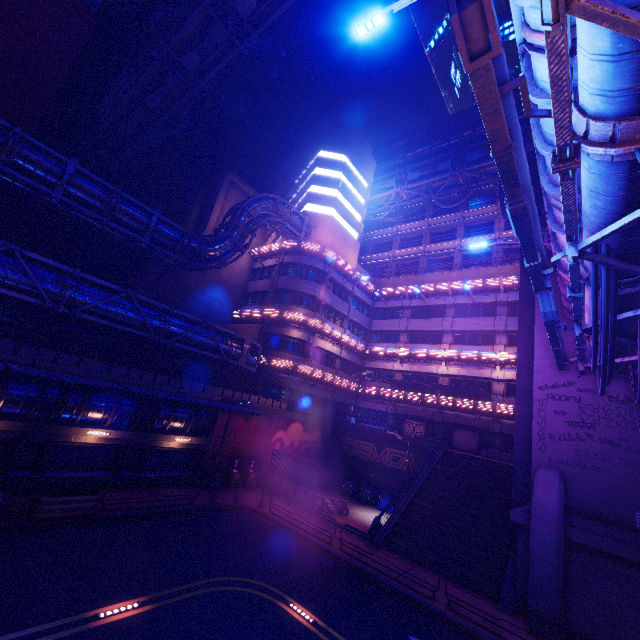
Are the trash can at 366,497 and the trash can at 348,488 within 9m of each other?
yes

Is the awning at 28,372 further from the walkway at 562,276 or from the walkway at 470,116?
the walkway at 470,116

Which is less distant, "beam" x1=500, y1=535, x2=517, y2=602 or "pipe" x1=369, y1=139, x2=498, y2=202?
"beam" x1=500, y1=535, x2=517, y2=602

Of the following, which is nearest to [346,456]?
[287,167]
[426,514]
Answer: [426,514]

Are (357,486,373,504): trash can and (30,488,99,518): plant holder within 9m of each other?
no

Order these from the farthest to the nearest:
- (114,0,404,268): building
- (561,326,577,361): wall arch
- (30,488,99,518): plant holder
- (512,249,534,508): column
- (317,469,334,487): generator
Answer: (114,0,404,268): building < (317,469,334,487): generator < (512,249,534,508): column < (561,326,577,361): wall arch < (30,488,99,518): plant holder

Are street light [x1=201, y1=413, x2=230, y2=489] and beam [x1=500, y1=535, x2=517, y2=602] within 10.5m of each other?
no

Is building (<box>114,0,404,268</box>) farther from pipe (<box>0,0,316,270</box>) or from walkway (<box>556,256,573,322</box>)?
walkway (<box>556,256,573,322</box>)
